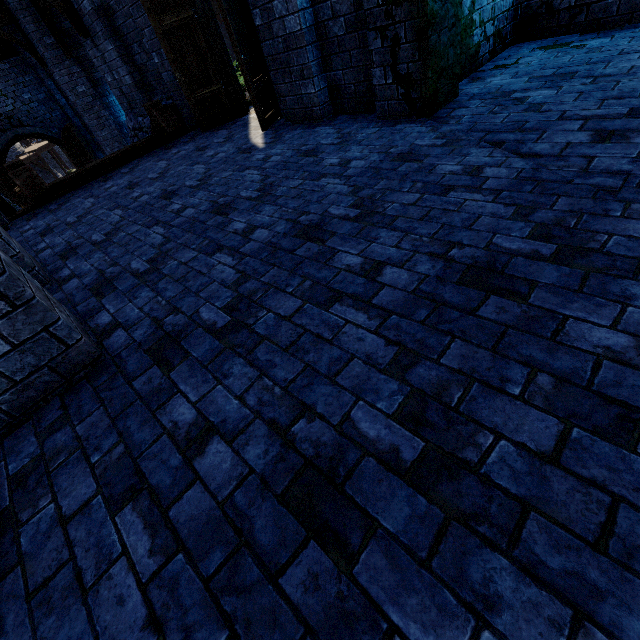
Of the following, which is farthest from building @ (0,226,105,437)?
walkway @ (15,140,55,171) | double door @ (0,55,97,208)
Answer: walkway @ (15,140,55,171)

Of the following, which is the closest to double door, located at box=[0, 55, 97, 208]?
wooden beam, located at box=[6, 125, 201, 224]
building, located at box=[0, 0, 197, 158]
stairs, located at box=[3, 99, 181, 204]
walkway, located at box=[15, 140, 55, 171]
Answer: building, located at box=[0, 0, 197, 158]

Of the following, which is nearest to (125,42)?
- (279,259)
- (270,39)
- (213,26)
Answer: (213,26)

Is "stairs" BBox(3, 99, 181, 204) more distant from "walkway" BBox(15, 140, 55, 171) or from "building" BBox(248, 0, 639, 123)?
"walkway" BBox(15, 140, 55, 171)

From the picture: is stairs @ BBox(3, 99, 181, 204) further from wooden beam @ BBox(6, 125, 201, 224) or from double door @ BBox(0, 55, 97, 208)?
double door @ BBox(0, 55, 97, 208)

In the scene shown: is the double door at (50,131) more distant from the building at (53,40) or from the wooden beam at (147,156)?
the wooden beam at (147,156)

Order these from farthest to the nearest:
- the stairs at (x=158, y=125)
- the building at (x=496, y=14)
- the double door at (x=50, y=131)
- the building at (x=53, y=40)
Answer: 1. the double door at (x=50, y=131)
2. the building at (x=53, y=40)
3. the stairs at (x=158, y=125)
4. the building at (x=496, y=14)

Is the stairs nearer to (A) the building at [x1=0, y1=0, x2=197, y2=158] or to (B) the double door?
(A) the building at [x1=0, y1=0, x2=197, y2=158]
